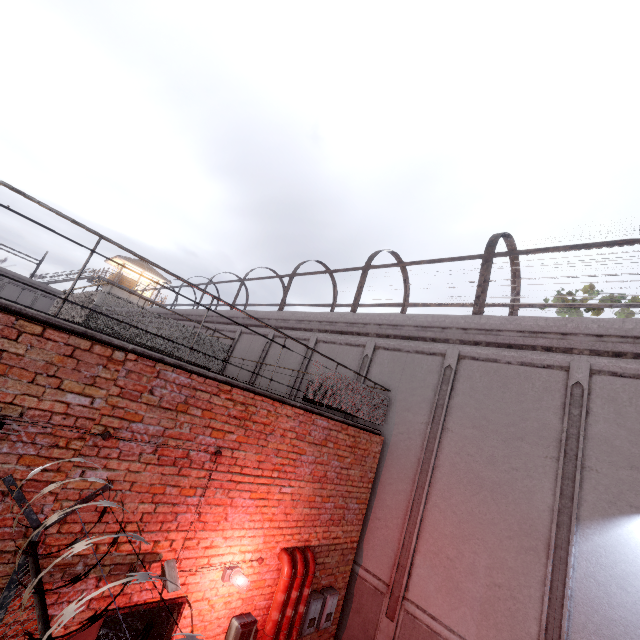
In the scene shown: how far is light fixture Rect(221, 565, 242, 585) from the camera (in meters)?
4.63

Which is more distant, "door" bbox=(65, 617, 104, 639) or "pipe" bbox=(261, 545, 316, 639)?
"pipe" bbox=(261, 545, 316, 639)

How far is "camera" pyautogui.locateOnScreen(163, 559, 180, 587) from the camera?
3.88m

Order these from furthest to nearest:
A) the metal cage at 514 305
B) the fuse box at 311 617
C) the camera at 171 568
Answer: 1. the metal cage at 514 305
2. the fuse box at 311 617
3. the camera at 171 568

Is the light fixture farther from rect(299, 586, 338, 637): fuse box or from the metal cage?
the metal cage

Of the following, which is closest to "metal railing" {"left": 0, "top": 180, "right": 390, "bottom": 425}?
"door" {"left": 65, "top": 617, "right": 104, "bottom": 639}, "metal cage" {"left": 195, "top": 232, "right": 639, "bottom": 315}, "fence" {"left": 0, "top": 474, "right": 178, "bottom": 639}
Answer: "fence" {"left": 0, "top": 474, "right": 178, "bottom": 639}

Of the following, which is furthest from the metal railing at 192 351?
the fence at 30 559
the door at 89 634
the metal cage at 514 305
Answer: → the door at 89 634

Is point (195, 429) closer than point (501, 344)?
Yes
